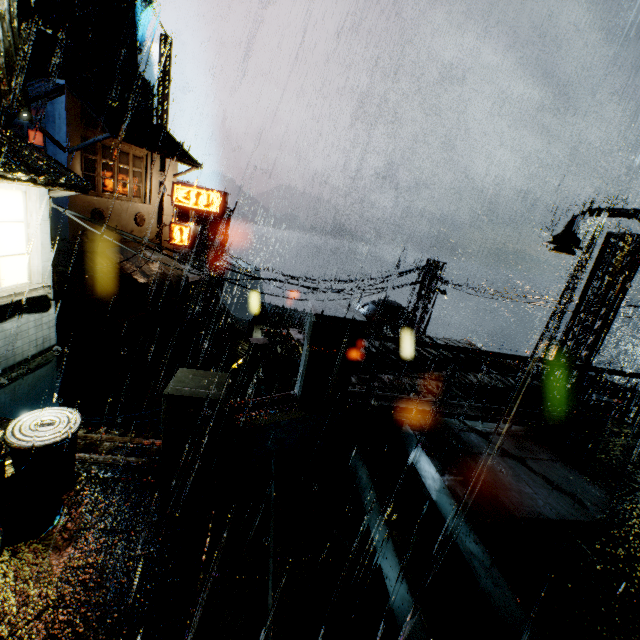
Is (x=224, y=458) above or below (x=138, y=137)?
below

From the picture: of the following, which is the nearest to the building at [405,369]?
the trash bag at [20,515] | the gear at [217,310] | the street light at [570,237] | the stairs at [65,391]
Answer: the stairs at [65,391]

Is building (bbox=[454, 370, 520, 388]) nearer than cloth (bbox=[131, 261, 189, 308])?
Yes

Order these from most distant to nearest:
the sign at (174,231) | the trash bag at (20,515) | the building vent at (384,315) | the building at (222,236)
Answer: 1. the building at (222,236)
2. the sign at (174,231)
3. the building vent at (384,315)
4. the trash bag at (20,515)

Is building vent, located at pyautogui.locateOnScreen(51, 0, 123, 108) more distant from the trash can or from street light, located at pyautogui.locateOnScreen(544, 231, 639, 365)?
street light, located at pyautogui.locateOnScreen(544, 231, 639, 365)

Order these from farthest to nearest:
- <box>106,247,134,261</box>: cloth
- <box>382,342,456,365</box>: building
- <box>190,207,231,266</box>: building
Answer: <box>190,207,231,266</box>: building < <box>106,247,134,261</box>: cloth < <box>382,342,456,365</box>: building

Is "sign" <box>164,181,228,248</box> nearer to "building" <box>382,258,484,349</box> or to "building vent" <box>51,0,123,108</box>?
"building" <box>382,258,484,349</box>

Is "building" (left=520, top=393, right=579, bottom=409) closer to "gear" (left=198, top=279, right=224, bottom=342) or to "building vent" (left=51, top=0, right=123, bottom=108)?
"building vent" (left=51, top=0, right=123, bottom=108)
